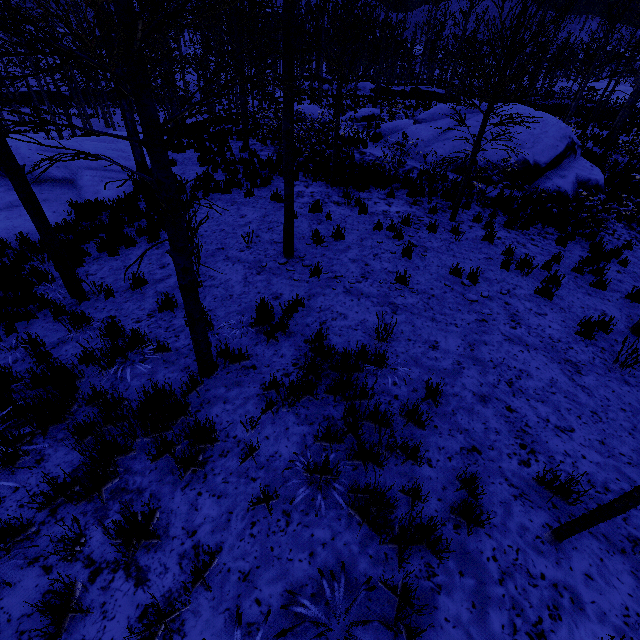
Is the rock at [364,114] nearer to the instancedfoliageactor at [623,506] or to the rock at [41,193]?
the rock at [41,193]

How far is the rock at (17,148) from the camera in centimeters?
A: 1112cm

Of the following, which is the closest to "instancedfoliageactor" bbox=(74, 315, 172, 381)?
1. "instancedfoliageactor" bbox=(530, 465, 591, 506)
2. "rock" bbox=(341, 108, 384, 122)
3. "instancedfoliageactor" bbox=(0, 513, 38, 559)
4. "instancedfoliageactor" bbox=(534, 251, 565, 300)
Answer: "instancedfoliageactor" bbox=(0, 513, 38, 559)

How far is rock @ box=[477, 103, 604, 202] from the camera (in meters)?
12.39

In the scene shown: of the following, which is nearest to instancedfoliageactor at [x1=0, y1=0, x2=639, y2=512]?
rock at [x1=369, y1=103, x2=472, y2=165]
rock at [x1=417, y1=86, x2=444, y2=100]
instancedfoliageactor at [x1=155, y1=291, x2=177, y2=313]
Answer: rock at [x1=369, y1=103, x2=472, y2=165]

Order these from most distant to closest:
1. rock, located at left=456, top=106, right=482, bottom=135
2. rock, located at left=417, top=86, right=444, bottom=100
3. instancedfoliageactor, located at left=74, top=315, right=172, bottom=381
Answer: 1. rock, located at left=417, top=86, right=444, bottom=100
2. rock, located at left=456, top=106, right=482, bottom=135
3. instancedfoliageactor, located at left=74, top=315, right=172, bottom=381

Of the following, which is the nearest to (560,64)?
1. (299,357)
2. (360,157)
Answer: (360,157)

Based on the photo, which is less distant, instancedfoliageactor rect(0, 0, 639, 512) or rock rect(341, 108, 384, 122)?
instancedfoliageactor rect(0, 0, 639, 512)
